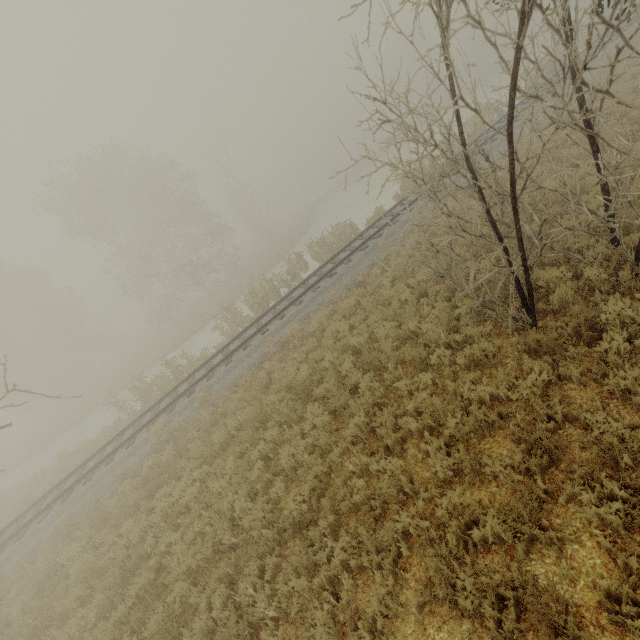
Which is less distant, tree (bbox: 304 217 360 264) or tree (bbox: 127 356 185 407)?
tree (bbox: 127 356 185 407)

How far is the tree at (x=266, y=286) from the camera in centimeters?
1817cm

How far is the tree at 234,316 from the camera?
18.7m

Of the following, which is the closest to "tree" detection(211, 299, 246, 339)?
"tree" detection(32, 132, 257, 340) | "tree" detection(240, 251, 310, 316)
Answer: "tree" detection(240, 251, 310, 316)

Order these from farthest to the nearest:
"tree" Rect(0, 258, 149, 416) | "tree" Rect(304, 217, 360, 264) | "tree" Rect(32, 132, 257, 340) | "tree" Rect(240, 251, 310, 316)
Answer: "tree" Rect(0, 258, 149, 416) < "tree" Rect(32, 132, 257, 340) < "tree" Rect(304, 217, 360, 264) < "tree" Rect(240, 251, 310, 316)

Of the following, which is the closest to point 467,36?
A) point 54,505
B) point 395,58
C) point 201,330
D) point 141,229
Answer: point 395,58

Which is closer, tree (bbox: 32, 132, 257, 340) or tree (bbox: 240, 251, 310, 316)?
tree (bbox: 240, 251, 310, 316)

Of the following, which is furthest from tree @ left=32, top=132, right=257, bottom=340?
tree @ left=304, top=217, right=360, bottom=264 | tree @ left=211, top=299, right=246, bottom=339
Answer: tree @ left=304, top=217, right=360, bottom=264
